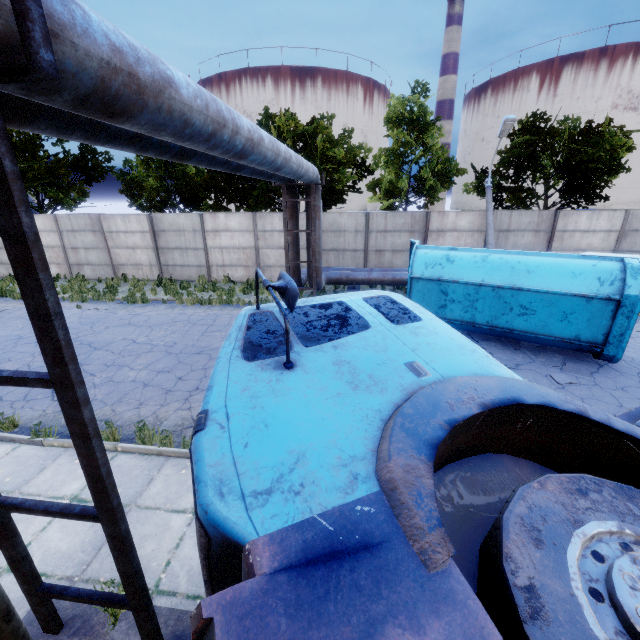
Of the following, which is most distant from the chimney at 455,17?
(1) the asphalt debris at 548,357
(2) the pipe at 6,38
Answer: (1) the asphalt debris at 548,357

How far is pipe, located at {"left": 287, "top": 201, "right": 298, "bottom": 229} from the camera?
11.5 meters

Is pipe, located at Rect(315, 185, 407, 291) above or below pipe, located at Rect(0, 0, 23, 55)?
below

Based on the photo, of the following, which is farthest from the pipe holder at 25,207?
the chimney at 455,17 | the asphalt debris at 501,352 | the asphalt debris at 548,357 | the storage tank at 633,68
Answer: the storage tank at 633,68

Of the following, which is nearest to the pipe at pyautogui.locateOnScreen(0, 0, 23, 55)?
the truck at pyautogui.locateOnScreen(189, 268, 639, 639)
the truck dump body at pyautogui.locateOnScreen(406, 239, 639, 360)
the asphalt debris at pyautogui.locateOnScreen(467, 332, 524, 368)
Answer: the truck at pyautogui.locateOnScreen(189, 268, 639, 639)

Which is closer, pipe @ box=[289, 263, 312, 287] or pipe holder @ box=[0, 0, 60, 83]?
pipe holder @ box=[0, 0, 60, 83]

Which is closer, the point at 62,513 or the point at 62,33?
the point at 62,33

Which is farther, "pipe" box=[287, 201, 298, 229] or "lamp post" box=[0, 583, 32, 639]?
"pipe" box=[287, 201, 298, 229]
